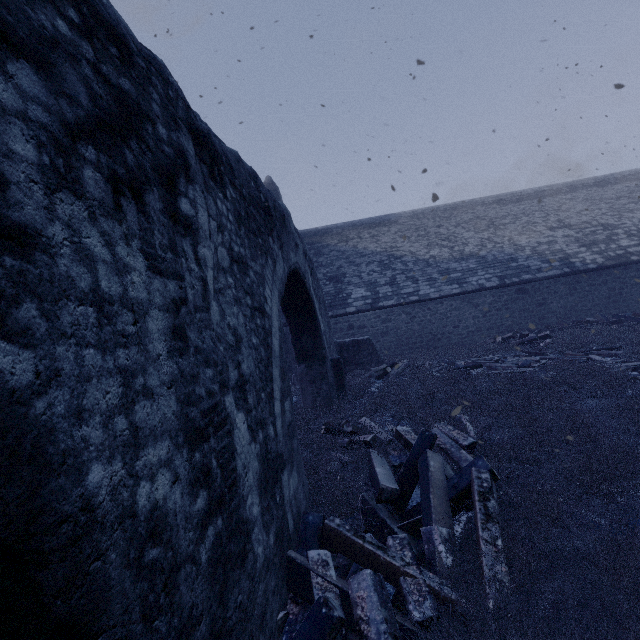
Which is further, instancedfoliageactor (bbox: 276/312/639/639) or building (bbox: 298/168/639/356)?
building (bbox: 298/168/639/356)

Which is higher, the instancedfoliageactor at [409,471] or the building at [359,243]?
the building at [359,243]

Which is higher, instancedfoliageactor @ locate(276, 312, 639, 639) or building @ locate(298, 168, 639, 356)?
building @ locate(298, 168, 639, 356)

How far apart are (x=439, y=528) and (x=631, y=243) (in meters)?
20.25

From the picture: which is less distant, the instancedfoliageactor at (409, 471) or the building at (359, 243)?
the instancedfoliageactor at (409, 471)
